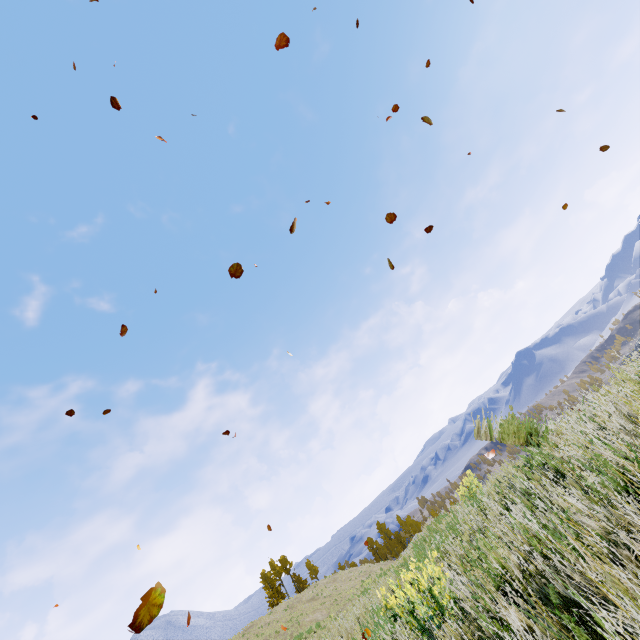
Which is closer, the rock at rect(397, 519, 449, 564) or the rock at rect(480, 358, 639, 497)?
the rock at rect(480, 358, 639, 497)

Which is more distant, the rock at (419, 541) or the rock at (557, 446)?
the rock at (419, 541)

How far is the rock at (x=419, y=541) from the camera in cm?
799

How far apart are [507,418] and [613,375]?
1.7m

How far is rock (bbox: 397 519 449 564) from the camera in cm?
799
